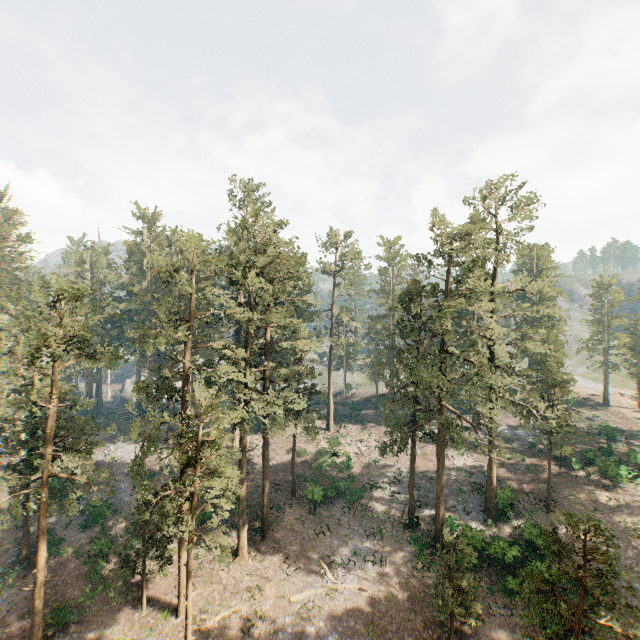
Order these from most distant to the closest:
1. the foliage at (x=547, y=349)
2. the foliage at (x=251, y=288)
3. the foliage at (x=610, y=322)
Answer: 1. the foliage at (x=610, y=322)
2. the foliage at (x=547, y=349)
3. the foliage at (x=251, y=288)

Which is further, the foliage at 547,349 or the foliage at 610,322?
the foliage at 610,322

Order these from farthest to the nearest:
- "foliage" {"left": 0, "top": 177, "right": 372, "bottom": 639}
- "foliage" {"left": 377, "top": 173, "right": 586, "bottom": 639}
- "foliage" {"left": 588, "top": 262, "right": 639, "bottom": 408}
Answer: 1. "foliage" {"left": 588, "top": 262, "right": 639, "bottom": 408}
2. "foliage" {"left": 377, "top": 173, "right": 586, "bottom": 639}
3. "foliage" {"left": 0, "top": 177, "right": 372, "bottom": 639}

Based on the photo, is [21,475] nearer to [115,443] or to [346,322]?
[115,443]

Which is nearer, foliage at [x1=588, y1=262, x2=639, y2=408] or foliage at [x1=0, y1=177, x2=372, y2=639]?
foliage at [x1=0, y1=177, x2=372, y2=639]
